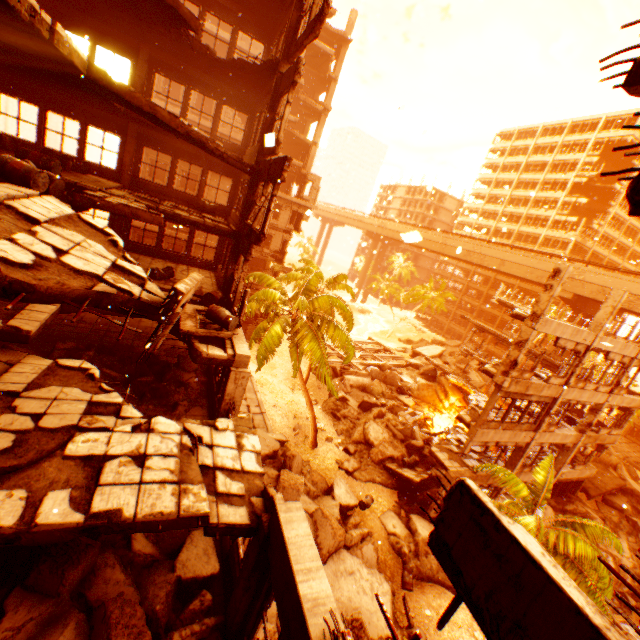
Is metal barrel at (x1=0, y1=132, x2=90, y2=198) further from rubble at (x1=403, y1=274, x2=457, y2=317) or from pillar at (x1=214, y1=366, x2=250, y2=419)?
rubble at (x1=403, y1=274, x2=457, y2=317)

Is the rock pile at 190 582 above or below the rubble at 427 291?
below

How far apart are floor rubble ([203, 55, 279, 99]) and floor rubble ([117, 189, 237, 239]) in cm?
568

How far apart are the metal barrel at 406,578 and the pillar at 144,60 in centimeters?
2405cm

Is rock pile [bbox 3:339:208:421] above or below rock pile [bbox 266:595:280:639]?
above

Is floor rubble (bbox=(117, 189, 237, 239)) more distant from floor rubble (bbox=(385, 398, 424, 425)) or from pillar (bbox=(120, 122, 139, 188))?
floor rubble (bbox=(385, 398, 424, 425))

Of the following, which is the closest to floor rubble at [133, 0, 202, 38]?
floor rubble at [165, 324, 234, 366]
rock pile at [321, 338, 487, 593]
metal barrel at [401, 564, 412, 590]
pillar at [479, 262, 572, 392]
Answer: floor rubble at [165, 324, 234, 366]

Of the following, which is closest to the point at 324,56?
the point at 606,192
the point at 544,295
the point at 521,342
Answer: the point at 544,295
